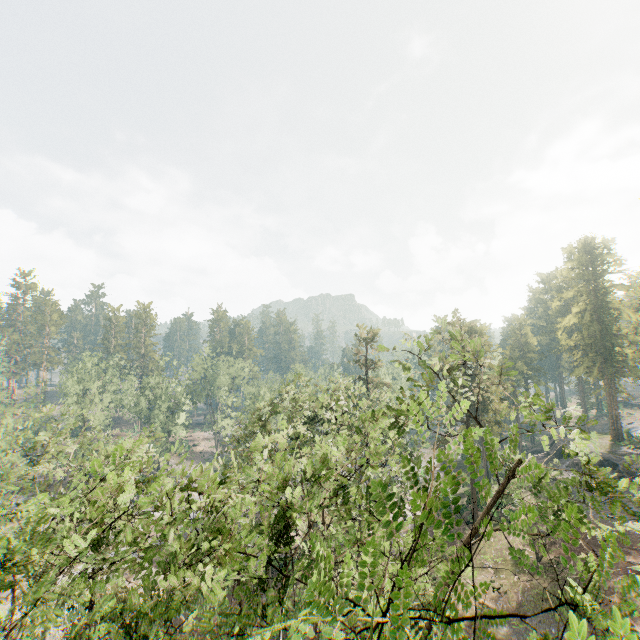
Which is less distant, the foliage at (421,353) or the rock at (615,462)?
the foliage at (421,353)

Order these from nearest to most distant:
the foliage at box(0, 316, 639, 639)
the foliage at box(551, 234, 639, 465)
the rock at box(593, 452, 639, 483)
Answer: the foliage at box(0, 316, 639, 639)
the rock at box(593, 452, 639, 483)
the foliage at box(551, 234, 639, 465)

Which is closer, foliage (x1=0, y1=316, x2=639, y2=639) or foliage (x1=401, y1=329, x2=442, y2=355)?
foliage (x1=0, y1=316, x2=639, y2=639)

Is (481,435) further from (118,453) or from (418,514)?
(418,514)

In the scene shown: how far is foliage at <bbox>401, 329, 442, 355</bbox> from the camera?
9.9 meters

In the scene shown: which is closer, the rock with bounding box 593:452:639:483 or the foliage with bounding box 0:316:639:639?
the foliage with bounding box 0:316:639:639
